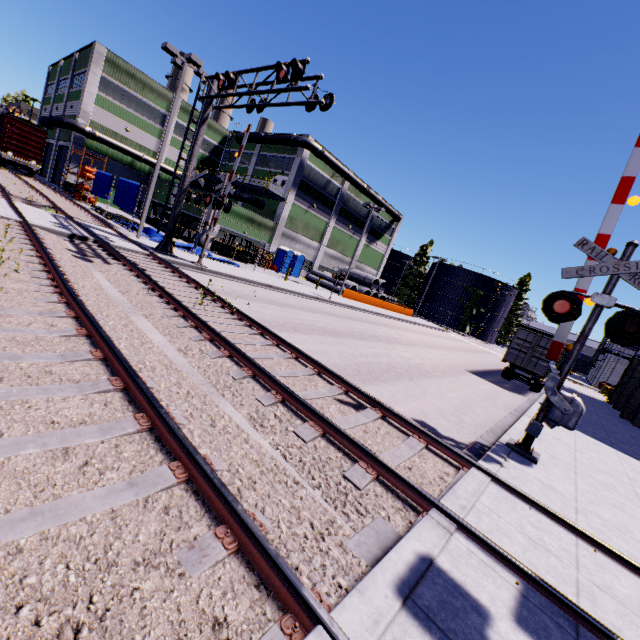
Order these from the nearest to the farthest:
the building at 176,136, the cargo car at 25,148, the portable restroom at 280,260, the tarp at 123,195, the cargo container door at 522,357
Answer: the cargo container door at 522,357 → the tarp at 123,195 → the cargo car at 25,148 → the portable restroom at 280,260 → the building at 176,136

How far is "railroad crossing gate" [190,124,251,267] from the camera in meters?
16.1

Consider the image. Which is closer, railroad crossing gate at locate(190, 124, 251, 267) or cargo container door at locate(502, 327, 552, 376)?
railroad crossing gate at locate(190, 124, 251, 267)

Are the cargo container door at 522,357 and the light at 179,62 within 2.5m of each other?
no

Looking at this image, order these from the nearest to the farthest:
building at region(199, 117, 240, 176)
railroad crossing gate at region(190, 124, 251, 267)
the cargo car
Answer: railroad crossing gate at region(190, 124, 251, 267), the cargo car, building at region(199, 117, 240, 176)

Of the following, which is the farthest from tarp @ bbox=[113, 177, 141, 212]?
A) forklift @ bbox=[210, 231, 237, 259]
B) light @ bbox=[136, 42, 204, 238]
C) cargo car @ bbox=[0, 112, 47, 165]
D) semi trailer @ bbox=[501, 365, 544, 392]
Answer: cargo car @ bbox=[0, 112, 47, 165]

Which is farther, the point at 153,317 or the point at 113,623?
the point at 153,317

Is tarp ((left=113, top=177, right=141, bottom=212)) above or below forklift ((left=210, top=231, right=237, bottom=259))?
above
